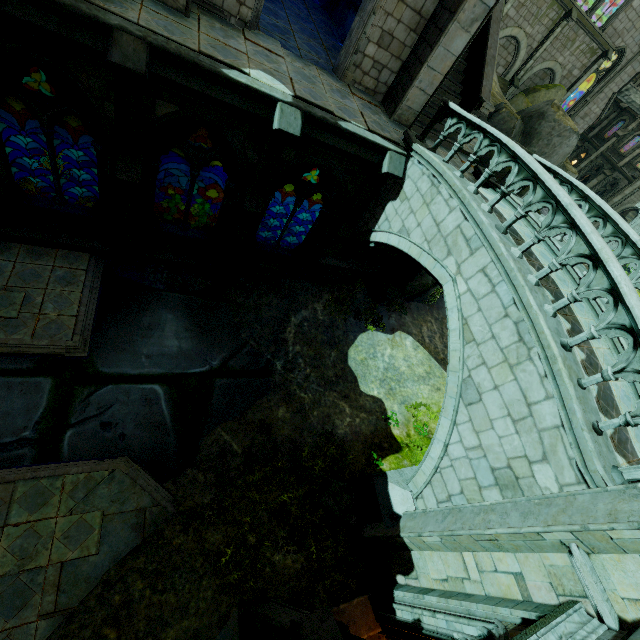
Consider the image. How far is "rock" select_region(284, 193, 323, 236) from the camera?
29.0m

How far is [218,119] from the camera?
7.6m

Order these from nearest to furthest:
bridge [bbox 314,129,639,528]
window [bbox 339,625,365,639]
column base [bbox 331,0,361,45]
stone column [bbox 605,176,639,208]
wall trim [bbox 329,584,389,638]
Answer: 1. bridge [bbox 314,129,639,528]
2. window [bbox 339,625,365,639]
3. wall trim [bbox 329,584,389,638]
4. column base [bbox 331,0,361,45]
5. stone column [bbox 605,176,639,208]

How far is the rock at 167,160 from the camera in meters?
19.1

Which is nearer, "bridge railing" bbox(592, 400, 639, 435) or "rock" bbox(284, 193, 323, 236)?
"bridge railing" bbox(592, 400, 639, 435)

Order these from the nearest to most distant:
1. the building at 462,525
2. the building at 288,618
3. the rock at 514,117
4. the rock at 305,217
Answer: the building at 462,525 < the building at 288,618 < the rock at 514,117 < the rock at 305,217

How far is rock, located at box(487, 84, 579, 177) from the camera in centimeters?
1316cm

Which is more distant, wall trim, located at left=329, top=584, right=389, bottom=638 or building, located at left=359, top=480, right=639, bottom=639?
wall trim, located at left=329, top=584, right=389, bottom=638
